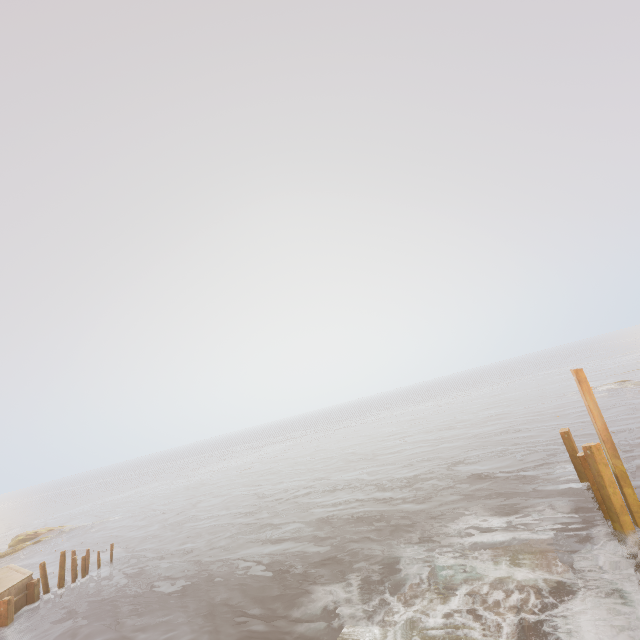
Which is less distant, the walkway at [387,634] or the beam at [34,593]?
the walkway at [387,634]

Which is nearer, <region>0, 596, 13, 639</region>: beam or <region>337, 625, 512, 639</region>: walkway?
<region>337, 625, 512, 639</region>: walkway

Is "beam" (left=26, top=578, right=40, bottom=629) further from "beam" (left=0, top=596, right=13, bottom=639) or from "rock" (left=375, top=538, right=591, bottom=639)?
"rock" (left=375, top=538, right=591, bottom=639)

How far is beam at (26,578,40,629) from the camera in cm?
1680

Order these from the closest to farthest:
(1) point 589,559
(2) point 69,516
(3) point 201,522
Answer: (1) point 589,559 → (3) point 201,522 → (2) point 69,516

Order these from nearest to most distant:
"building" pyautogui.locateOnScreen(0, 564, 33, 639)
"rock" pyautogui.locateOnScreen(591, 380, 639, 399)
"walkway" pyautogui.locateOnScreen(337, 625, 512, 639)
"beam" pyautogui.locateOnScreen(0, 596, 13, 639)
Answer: "walkway" pyautogui.locateOnScreen(337, 625, 512, 639)
"beam" pyautogui.locateOnScreen(0, 596, 13, 639)
"building" pyautogui.locateOnScreen(0, 564, 33, 639)
"rock" pyautogui.locateOnScreen(591, 380, 639, 399)

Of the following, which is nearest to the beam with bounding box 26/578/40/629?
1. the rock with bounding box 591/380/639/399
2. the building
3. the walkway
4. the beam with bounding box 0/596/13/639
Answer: the building

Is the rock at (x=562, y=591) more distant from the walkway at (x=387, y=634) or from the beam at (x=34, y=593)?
the beam at (x=34, y=593)
